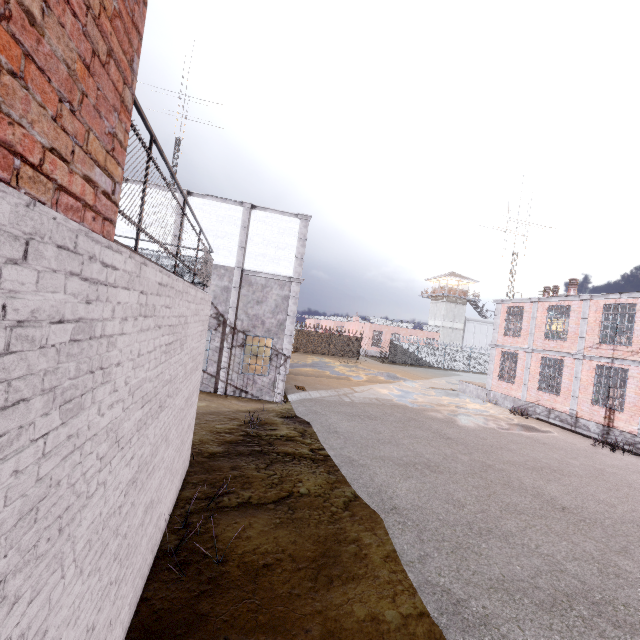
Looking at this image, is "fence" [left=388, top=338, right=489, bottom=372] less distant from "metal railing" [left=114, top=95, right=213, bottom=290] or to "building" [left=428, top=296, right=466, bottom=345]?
"metal railing" [left=114, top=95, right=213, bottom=290]

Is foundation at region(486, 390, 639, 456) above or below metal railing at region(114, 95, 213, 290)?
below

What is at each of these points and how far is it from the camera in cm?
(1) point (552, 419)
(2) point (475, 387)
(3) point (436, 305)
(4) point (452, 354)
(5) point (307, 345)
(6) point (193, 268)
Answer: (1) foundation, 1761
(2) stair, 2350
(3) building, 5309
(4) fence, 4319
(5) fence, 3862
(6) metal railing, 517

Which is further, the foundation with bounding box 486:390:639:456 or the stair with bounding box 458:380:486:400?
the stair with bounding box 458:380:486:400

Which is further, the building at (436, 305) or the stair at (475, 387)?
the building at (436, 305)

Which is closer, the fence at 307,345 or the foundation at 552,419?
the foundation at 552,419

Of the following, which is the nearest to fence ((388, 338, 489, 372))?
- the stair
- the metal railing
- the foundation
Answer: the metal railing
